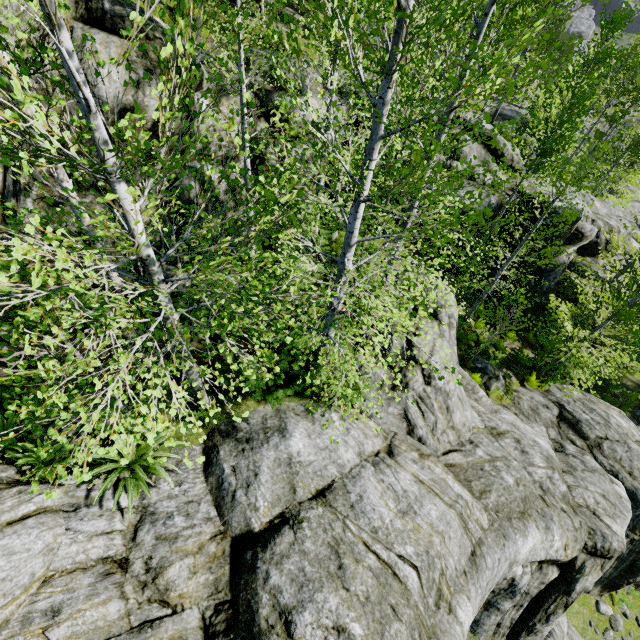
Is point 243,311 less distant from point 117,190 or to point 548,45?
point 117,190

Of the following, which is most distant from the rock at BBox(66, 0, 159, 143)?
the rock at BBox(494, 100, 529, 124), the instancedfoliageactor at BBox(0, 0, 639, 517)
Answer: the rock at BBox(494, 100, 529, 124)

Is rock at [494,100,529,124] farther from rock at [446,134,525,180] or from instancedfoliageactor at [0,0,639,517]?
instancedfoliageactor at [0,0,639,517]

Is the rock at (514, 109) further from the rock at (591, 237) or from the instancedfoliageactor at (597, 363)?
the instancedfoliageactor at (597, 363)

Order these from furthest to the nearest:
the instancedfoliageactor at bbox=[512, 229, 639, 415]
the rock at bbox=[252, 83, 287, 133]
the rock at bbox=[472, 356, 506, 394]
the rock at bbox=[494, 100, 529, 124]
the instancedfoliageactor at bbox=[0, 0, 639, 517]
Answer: the rock at bbox=[494, 100, 529, 124], the rock at bbox=[472, 356, 506, 394], the instancedfoliageactor at bbox=[512, 229, 639, 415], the rock at bbox=[252, 83, 287, 133], the instancedfoliageactor at bbox=[0, 0, 639, 517]

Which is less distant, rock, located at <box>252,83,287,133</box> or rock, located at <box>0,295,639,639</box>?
rock, located at <box>0,295,639,639</box>

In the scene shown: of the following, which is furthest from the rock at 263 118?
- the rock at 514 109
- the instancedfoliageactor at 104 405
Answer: the rock at 514 109
